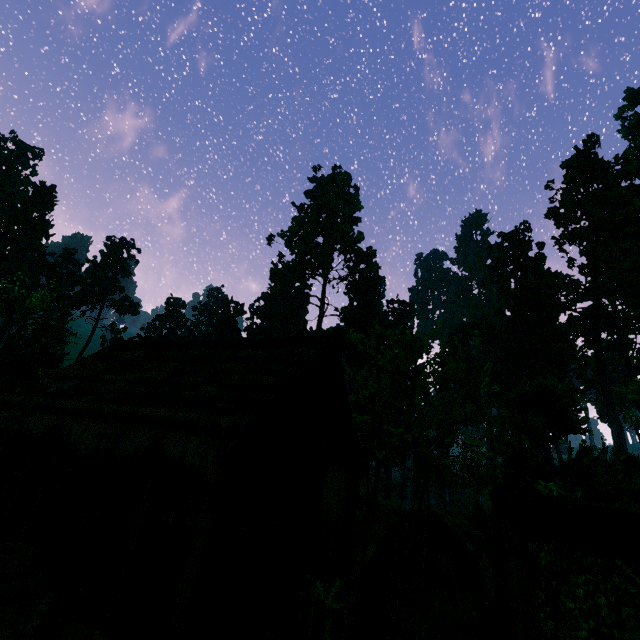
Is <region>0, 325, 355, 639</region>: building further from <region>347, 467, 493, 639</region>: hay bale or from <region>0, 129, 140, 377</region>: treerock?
<region>347, 467, 493, 639</region>: hay bale

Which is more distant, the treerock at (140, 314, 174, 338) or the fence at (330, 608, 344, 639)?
the treerock at (140, 314, 174, 338)

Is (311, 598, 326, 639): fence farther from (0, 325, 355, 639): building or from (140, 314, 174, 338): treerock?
(140, 314, 174, 338): treerock

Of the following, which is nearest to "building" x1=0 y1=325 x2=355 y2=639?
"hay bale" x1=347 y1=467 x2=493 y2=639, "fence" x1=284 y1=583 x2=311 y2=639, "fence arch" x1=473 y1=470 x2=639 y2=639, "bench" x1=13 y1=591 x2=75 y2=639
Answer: "fence arch" x1=473 y1=470 x2=639 y2=639

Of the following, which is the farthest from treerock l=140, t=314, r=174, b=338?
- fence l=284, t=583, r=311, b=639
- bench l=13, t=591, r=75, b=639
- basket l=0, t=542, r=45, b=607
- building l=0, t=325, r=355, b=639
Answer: basket l=0, t=542, r=45, b=607

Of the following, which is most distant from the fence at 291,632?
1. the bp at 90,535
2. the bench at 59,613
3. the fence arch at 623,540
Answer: the bp at 90,535

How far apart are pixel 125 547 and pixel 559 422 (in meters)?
9.87

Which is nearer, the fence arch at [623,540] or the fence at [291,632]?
the fence arch at [623,540]
